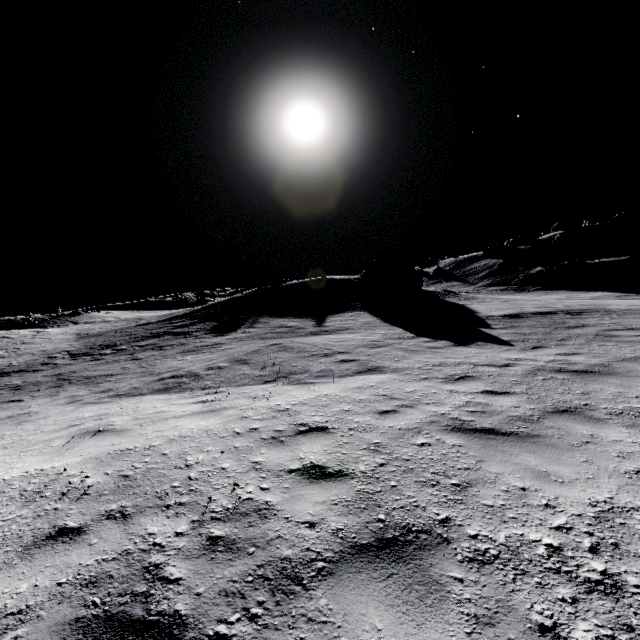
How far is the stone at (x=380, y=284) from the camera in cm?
2805

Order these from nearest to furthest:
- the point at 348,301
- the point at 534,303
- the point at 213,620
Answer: the point at 213,620 < the point at 534,303 < the point at 348,301

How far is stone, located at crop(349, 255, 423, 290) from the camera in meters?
28.0
